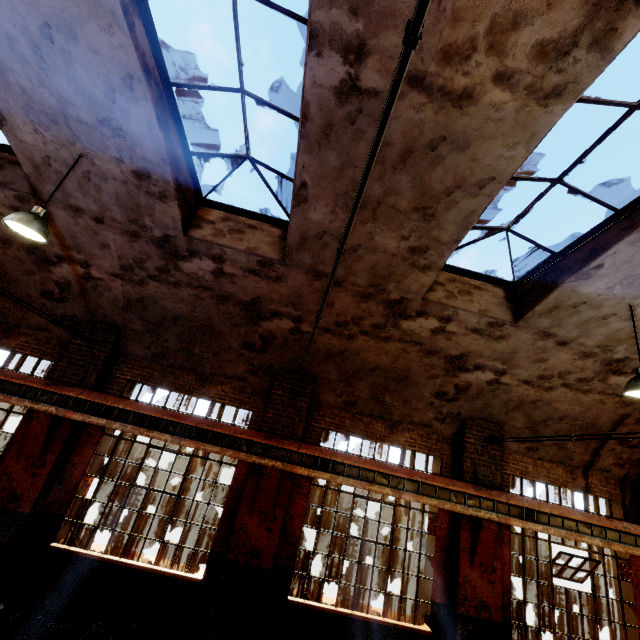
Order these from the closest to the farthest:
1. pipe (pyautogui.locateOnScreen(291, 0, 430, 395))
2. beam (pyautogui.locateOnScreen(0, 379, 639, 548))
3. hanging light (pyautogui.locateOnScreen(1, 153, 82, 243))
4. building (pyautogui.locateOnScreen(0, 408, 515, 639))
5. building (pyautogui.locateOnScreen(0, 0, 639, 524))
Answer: pipe (pyautogui.locateOnScreen(291, 0, 430, 395))
building (pyautogui.locateOnScreen(0, 0, 639, 524))
hanging light (pyautogui.locateOnScreen(1, 153, 82, 243))
building (pyautogui.locateOnScreen(0, 408, 515, 639))
beam (pyautogui.locateOnScreen(0, 379, 639, 548))

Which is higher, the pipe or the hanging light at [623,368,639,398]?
the hanging light at [623,368,639,398]

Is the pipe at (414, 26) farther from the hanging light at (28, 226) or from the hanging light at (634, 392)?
the hanging light at (634, 392)

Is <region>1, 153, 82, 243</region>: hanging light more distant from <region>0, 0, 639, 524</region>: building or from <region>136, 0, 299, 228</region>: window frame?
<region>136, 0, 299, 228</region>: window frame

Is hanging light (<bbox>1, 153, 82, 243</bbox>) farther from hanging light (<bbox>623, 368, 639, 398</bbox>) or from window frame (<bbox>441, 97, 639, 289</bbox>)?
hanging light (<bbox>623, 368, 639, 398</bbox>)

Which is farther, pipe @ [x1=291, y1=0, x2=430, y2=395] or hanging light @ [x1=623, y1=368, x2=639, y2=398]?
hanging light @ [x1=623, y1=368, x2=639, y2=398]

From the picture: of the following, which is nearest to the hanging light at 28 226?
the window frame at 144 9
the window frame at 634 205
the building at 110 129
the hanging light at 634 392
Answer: the building at 110 129

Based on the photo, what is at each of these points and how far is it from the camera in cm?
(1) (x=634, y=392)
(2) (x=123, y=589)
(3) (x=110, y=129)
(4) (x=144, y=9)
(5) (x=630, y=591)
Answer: (1) hanging light, 523
(2) building, 648
(3) building, 493
(4) window frame, 382
(5) building, 777
